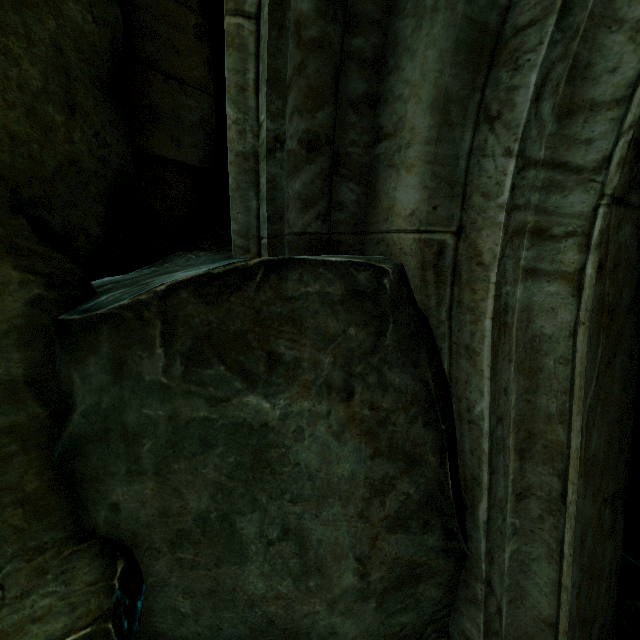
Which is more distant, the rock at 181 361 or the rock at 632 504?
the rock at 632 504

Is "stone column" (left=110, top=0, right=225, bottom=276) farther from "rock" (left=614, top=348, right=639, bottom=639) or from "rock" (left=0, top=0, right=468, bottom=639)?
"rock" (left=614, top=348, right=639, bottom=639)

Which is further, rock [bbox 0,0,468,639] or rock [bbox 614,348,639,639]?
rock [bbox 614,348,639,639]

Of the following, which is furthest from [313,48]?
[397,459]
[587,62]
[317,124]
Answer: [397,459]

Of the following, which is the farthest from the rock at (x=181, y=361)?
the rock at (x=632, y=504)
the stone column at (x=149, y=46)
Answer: the rock at (x=632, y=504)

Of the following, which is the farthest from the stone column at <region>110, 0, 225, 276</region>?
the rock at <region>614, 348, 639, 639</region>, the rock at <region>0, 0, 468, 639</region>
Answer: the rock at <region>614, 348, 639, 639</region>
